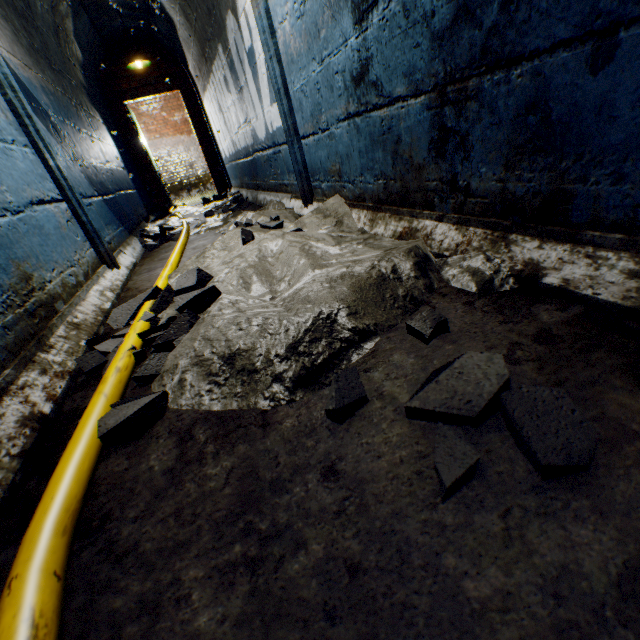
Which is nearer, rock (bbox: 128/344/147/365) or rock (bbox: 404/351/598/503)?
rock (bbox: 404/351/598/503)

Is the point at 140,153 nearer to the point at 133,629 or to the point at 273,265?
the point at 273,265

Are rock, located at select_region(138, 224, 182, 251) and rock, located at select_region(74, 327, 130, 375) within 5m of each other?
yes

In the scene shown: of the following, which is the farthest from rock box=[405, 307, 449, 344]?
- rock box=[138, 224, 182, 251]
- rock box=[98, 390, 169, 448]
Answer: rock box=[138, 224, 182, 251]

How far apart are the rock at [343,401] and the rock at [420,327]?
0.3 meters

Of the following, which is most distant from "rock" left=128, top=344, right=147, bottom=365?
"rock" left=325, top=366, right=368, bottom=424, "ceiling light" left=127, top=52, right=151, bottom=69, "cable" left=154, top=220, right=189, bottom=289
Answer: "ceiling light" left=127, top=52, right=151, bottom=69

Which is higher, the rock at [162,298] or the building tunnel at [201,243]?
the rock at [162,298]

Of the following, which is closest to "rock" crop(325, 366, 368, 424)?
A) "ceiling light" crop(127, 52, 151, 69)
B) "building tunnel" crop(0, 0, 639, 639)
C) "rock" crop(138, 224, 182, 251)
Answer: "building tunnel" crop(0, 0, 639, 639)
